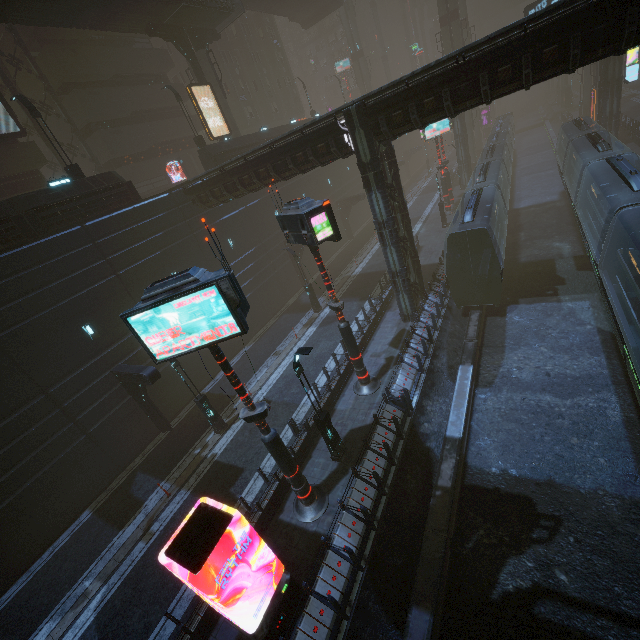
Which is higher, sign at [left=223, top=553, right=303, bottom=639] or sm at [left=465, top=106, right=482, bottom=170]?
sm at [left=465, top=106, right=482, bottom=170]

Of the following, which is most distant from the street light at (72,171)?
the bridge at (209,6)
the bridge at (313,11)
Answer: the bridge at (313,11)

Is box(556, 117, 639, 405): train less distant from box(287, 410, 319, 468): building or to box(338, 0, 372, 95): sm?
box(287, 410, 319, 468): building

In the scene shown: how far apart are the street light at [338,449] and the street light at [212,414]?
6.65m

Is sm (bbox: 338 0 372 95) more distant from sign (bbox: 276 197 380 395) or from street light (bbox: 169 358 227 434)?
street light (bbox: 169 358 227 434)

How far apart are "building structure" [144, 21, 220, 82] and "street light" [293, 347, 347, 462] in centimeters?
2846cm

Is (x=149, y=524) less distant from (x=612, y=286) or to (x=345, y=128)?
(x=345, y=128)

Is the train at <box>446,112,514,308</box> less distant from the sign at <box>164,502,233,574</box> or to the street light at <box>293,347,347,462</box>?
the sign at <box>164,502,233,574</box>
